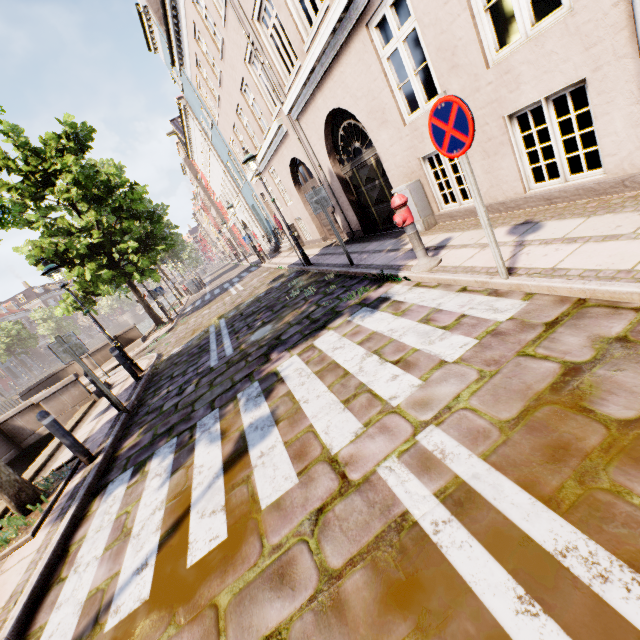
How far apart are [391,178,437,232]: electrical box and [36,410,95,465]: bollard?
7.5m

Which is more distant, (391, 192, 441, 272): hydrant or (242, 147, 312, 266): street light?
(242, 147, 312, 266): street light

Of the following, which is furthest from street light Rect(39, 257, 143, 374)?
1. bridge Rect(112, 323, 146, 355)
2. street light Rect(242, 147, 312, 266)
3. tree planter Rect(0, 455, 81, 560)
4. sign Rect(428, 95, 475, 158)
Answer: sign Rect(428, 95, 475, 158)

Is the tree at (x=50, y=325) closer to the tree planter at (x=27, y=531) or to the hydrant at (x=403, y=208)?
the tree planter at (x=27, y=531)

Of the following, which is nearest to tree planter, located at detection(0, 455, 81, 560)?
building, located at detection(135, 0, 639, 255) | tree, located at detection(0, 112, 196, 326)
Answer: tree, located at detection(0, 112, 196, 326)

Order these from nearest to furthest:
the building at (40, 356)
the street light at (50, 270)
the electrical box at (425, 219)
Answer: the electrical box at (425, 219), the street light at (50, 270), the building at (40, 356)

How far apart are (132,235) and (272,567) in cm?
3129

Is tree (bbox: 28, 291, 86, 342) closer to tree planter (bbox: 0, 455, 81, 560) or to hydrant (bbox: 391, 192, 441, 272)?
tree planter (bbox: 0, 455, 81, 560)
